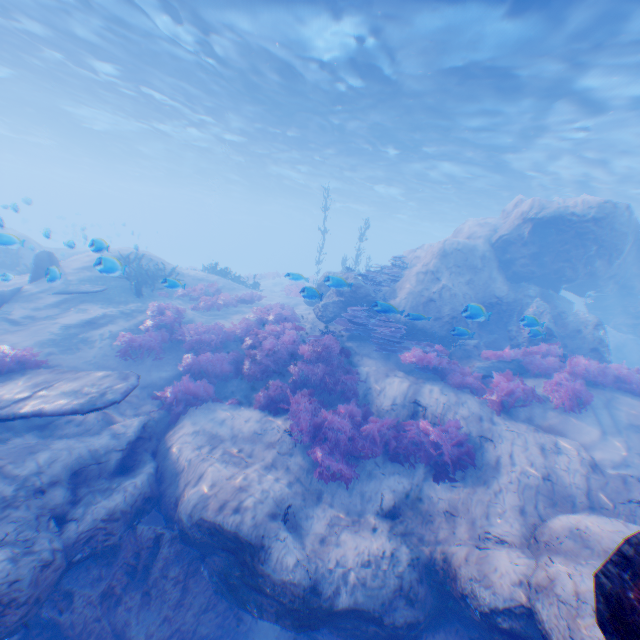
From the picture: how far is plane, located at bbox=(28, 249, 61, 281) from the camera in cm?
1214

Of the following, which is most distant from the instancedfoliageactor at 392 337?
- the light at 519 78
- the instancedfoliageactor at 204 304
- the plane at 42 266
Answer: the light at 519 78

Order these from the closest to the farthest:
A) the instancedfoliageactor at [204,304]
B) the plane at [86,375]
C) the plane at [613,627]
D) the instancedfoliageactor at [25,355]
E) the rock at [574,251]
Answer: the plane at [613,627] → the plane at [86,375] → the instancedfoliageactor at [25,355] → the rock at [574,251] → the instancedfoliageactor at [204,304]

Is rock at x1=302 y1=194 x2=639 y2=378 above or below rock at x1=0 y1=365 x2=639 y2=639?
above

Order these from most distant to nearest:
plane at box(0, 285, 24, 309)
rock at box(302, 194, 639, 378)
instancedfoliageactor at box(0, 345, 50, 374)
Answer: rock at box(302, 194, 639, 378) < plane at box(0, 285, 24, 309) < instancedfoliageactor at box(0, 345, 50, 374)

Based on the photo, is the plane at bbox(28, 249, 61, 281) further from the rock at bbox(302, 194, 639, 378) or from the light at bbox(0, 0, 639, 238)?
the light at bbox(0, 0, 639, 238)

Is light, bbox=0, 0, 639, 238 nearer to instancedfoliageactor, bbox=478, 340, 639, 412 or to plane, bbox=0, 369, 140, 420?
instancedfoliageactor, bbox=478, 340, 639, 412

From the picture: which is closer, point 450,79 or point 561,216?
point 561,216
